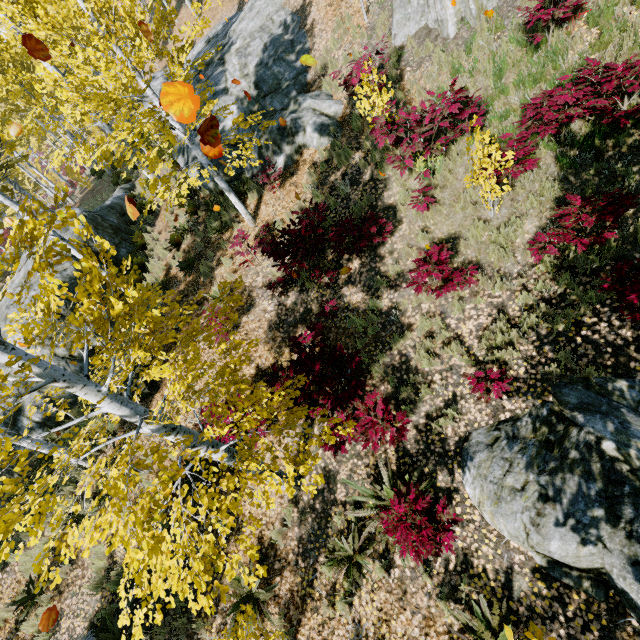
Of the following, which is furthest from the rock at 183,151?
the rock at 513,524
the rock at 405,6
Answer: the rock at 513,524

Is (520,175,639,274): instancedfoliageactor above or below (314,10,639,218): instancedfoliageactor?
below

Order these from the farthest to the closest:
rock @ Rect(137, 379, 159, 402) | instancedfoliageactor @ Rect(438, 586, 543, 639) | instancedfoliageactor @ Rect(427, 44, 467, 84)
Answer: rock @ Rect(137, 379, 159, 402) < instancedfoliageactor @ Rect(427, 44, 467, 84) < instancedfoliageactor @ Rect(438, 586, 543, 639)

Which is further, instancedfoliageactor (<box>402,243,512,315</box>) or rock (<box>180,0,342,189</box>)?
rock (<box>180,0,342,189</box>)

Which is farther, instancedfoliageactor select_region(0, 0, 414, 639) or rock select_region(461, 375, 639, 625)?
rock select_region(461, 375, 639, 625)

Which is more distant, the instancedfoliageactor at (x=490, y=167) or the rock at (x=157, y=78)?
the rock at (x=157, y=78)

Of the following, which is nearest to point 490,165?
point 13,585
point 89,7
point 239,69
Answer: point 89,7
